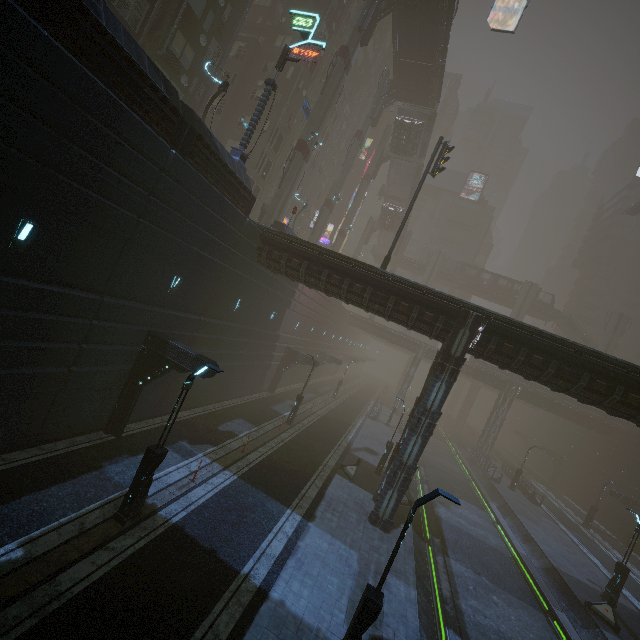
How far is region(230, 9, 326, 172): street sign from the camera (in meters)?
16.88

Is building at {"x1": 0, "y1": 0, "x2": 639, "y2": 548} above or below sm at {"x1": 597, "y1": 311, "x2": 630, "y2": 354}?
below

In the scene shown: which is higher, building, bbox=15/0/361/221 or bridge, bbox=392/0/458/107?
bridge, bbox=392/0/458/107

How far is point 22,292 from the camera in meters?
9.2

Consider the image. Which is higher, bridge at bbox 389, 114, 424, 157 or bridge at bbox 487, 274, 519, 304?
bridge at bbox 389, 114, 424, 157

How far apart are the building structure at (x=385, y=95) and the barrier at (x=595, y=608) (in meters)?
45.14

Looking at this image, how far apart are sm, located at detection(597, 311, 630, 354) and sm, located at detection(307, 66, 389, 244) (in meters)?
49.19

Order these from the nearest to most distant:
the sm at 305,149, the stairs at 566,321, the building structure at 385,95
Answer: the sm at 305,149 → the building structure at 385,95 → the stairs at 566,321
